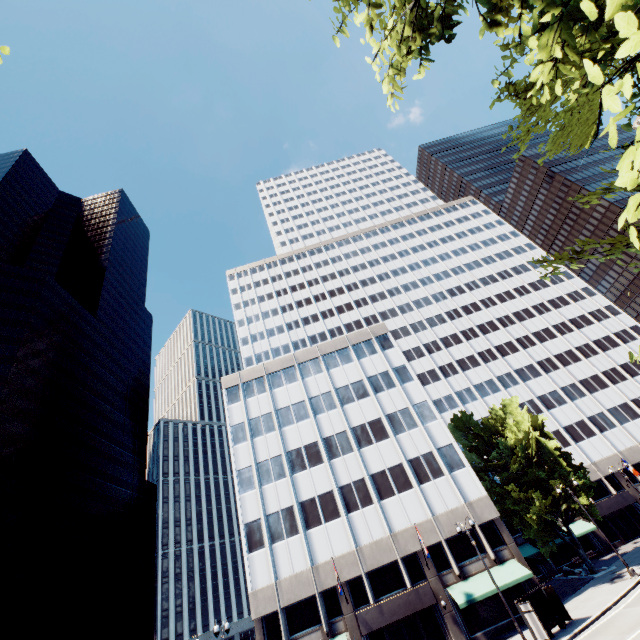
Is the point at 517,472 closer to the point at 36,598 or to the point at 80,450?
the point at 36,598

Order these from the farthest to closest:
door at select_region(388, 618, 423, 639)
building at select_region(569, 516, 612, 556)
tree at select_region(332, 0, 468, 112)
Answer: building at select_region(569, 516, 612, 556) < door at select_region(388, 618, 423, 639) < tree at select_region(332, 0, 468, 112)

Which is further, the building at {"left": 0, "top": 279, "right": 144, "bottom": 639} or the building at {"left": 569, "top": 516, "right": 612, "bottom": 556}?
the building at {"left": 0, "top": 279, "right": 144, "bottom": 639}

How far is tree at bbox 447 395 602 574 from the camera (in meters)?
32.59

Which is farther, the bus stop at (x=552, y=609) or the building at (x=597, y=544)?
the building at (x=597, y=544)

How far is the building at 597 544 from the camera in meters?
40.0 m

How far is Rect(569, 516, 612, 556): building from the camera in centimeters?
4001cm

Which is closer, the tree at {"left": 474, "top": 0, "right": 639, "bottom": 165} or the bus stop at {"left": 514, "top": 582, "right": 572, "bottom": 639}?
the tree at {"left": 474, "top": 0, "right": 639, "bottom": 165}
